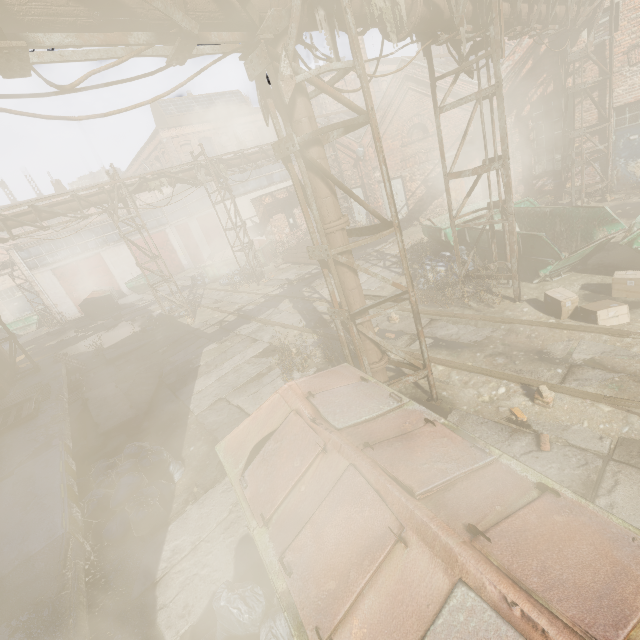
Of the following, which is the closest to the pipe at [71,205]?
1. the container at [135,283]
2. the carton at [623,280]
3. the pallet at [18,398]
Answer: the carton at [623,280]

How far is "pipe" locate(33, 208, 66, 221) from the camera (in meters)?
11.60

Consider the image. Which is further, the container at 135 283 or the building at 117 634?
the container at 135 283

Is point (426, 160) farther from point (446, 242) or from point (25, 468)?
point (25, 468)

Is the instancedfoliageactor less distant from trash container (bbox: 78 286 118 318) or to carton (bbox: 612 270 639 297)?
carton (bbox: 612 270 639 297)

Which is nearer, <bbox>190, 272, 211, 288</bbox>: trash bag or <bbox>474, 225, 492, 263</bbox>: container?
<bbox>474, 225, 492, 263</bbox>: container

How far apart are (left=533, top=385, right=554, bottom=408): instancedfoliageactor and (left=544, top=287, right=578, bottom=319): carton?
2.3 meters

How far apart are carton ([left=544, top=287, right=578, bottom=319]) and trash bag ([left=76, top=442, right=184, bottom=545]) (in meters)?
8.11
